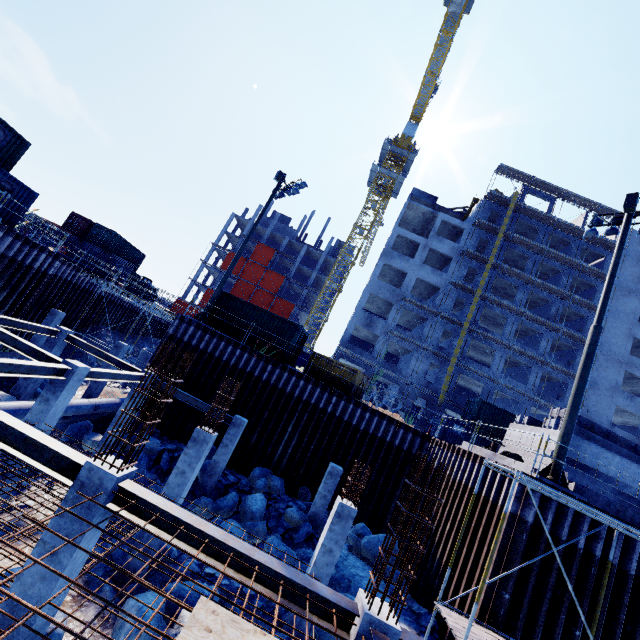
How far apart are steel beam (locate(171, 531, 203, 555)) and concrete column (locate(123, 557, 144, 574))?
4.5m

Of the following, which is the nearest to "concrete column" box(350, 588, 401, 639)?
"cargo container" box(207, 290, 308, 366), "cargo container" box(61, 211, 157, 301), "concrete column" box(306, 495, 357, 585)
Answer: "concrete column" box(306, 495, 357, 585)

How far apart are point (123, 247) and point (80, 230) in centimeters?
410cm

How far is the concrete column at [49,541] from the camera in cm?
495

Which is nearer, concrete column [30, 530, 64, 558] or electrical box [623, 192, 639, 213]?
concrete column [30, 530, 64, 558]

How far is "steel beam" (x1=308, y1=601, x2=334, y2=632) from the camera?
4.9 meters

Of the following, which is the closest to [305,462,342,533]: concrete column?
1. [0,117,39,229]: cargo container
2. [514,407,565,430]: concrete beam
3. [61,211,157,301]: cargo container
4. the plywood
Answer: [514,407,565,430]: concrete beam

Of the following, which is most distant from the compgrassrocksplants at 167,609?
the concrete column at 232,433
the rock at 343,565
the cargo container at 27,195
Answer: the cargo container at 27,195
